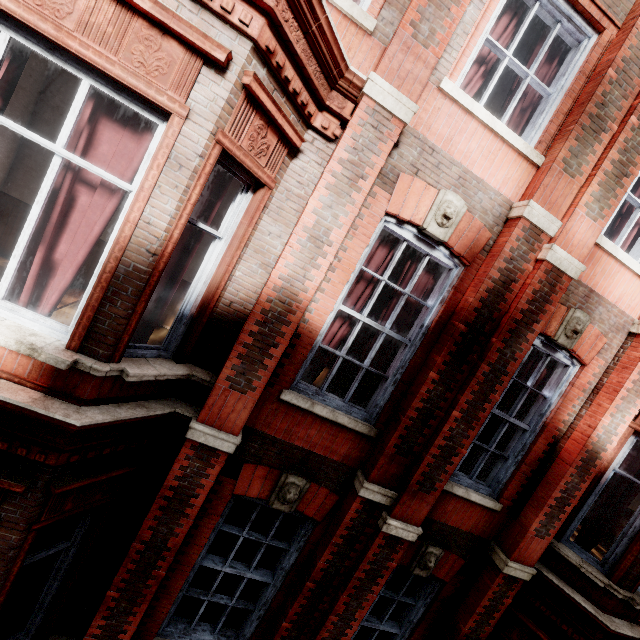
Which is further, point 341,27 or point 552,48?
point 552,48
